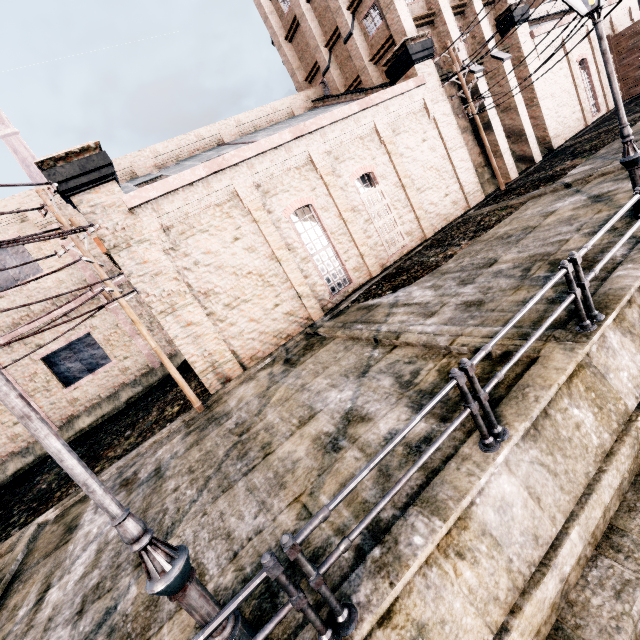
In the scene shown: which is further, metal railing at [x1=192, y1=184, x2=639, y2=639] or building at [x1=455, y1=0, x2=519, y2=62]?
building at [x1=455, y1=0, x2=519, y2=62]

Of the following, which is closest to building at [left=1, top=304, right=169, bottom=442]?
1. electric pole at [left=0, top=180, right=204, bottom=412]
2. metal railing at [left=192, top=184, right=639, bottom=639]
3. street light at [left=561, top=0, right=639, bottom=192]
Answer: electric pole at [left=0, top=180, right=204, bottom=412]

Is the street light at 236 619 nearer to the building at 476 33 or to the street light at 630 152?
the building at 476 33

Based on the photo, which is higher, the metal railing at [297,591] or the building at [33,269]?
the building at [33,269]

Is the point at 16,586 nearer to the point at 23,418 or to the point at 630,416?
the point at 23,418

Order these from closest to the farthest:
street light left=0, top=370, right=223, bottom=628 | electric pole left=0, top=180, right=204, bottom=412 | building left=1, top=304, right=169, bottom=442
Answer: street light left=0, top=370, right=223, bottom=628
electric pole left=0, top=180, right=204, bottom=412
building left=1, top=304, right=169, bottom=442

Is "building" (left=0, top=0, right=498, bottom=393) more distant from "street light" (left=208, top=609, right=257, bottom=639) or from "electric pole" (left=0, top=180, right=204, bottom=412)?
"street light" (left=208, top=609, right=257, bottom=639)
